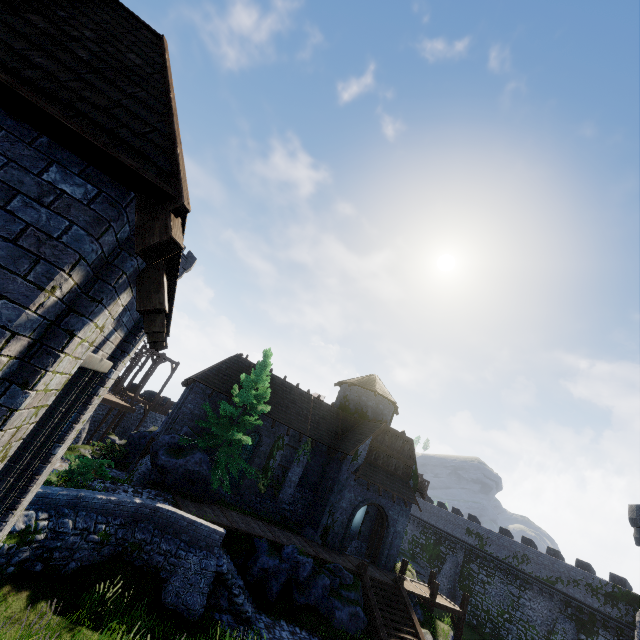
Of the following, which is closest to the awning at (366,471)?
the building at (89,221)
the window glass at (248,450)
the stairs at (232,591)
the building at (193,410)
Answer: the building at (193,410)

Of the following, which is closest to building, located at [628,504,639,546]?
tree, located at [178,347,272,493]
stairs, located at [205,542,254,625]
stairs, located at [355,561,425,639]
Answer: stairs, located at [355,561,425,639]

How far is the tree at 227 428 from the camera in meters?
18.3 m

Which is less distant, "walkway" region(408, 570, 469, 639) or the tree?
the tree

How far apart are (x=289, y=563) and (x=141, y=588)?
7.30m

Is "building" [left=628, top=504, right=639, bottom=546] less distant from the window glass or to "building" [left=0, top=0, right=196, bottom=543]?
"building" [left=0, top=0, right=196, bottom=543]

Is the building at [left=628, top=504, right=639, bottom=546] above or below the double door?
above

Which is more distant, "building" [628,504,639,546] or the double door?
"building" [628,504,639,546]
